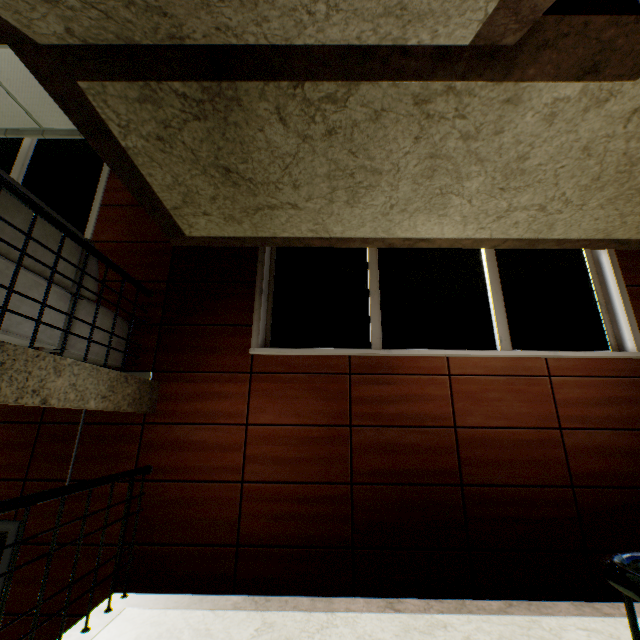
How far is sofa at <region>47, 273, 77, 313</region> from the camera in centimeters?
235cm

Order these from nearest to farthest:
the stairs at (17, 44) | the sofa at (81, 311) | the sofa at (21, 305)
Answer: the stairs at (17, 44) → the sofa at (21, 305) → the sofa at (81, 311)

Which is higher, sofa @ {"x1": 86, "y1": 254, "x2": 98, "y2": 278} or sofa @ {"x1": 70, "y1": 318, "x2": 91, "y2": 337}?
sofa @ {"x1": 86, "y1": 254, "x2": 98, "y2": 278}

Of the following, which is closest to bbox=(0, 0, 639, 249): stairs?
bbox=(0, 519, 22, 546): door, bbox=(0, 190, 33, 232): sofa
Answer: bbox=(0, 190, 33, 232): sofa

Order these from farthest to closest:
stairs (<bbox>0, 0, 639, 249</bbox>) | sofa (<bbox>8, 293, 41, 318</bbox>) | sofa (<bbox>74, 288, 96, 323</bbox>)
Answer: sofa (<bbox>74, 288, 96, 323</bbox>), sofa (<bbox>8, 293, 41, 318</bbox>), stairs (<bbox>0, 0, 639, 249</bbox>)

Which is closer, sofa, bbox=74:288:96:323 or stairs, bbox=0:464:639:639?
stairs, bbox=0:464:639:639

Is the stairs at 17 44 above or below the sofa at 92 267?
above

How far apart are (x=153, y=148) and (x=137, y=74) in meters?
0.6 m
